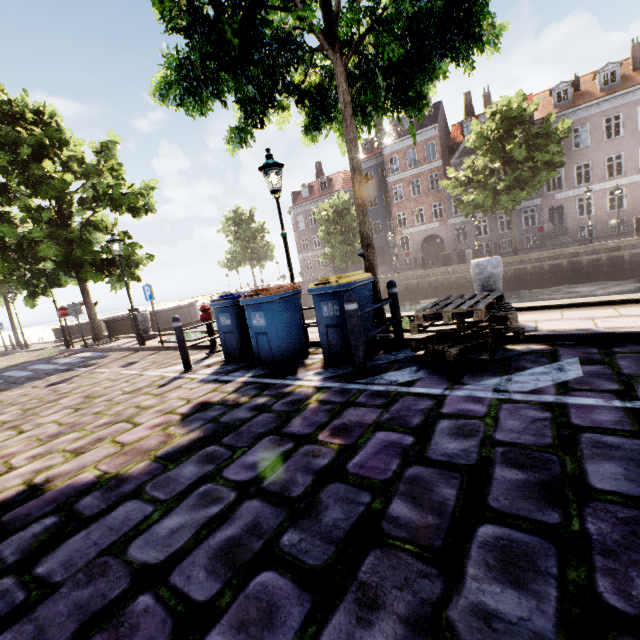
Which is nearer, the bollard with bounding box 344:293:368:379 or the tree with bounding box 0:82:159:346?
the bollard with bounding box 344:293:368:379

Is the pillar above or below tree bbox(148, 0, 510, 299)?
below

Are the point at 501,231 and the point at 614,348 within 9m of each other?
no

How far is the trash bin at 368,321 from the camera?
4.8m

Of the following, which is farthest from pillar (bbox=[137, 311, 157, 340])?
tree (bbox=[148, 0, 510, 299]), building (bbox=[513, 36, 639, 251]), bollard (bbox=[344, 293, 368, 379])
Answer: building (bbox=[513, 36, 639, 251])

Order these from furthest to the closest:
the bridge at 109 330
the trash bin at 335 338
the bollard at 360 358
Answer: the bridge at 109 330, the trash bin at 335 338, the bollard at 360 358

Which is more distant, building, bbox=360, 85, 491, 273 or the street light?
building, bbox=360, 85, 491, 273

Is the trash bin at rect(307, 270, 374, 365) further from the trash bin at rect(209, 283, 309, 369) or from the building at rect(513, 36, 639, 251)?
the building at rect(513, 36, 639, 251)
